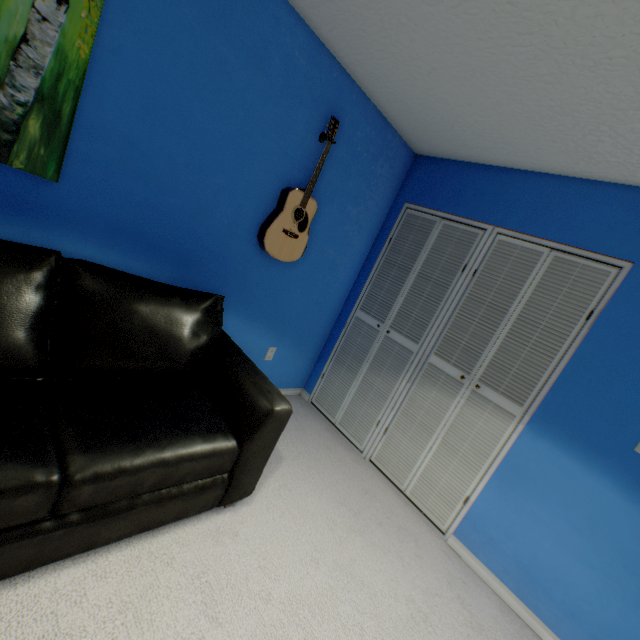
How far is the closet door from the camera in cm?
200

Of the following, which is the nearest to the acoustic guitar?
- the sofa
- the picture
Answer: the sofa

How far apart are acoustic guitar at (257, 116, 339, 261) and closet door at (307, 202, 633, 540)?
0.83m

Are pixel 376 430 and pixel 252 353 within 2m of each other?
yes

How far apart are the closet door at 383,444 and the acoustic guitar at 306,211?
0.8 meters

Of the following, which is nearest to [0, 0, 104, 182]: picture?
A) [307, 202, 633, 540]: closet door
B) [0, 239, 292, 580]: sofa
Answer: [0, 239, 292, 580]: sofa

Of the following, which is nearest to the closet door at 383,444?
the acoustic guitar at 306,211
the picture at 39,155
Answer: the acoustic guitar at 306,211

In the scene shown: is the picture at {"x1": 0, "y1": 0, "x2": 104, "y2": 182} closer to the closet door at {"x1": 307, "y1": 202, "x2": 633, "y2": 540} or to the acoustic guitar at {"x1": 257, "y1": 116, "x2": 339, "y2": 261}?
the acoustic guitar at {"x1": 257, "y1": 116, "x2": 339, "y2": 261}
